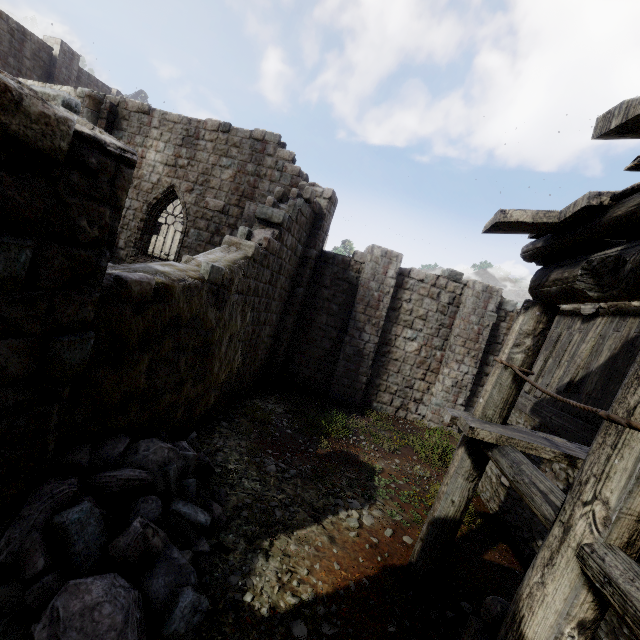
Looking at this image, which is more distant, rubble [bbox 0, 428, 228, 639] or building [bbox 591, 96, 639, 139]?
rubble [bbox 0, 428, 228, 639]

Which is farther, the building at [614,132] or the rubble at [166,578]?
the rubble at [166,578]

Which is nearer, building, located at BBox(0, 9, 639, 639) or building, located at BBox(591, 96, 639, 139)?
building, located at BBox(591, 96, 639, 139)

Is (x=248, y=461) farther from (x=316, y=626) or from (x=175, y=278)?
(x=175, y=278)

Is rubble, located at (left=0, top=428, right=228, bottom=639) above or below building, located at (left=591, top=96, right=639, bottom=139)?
below

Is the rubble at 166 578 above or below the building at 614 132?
below
